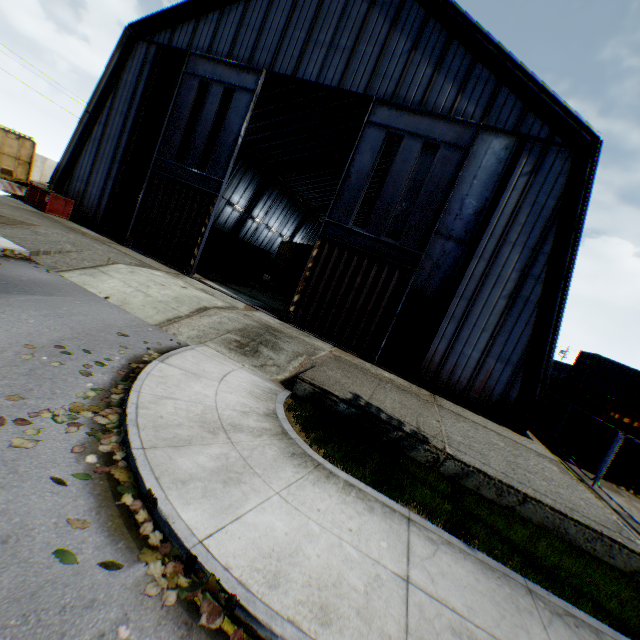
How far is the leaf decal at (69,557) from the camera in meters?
2.9

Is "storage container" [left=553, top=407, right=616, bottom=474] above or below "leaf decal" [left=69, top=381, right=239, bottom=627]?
above

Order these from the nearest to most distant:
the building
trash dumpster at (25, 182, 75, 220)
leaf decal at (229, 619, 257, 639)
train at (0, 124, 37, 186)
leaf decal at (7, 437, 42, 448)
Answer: leaf decal at (229, 619, 257, 639) → leaf decal at (7, 437, 42, 448) → the building → trash dumpster at (25, 182, 75, 220) → train at (0, 124, 37, 186)

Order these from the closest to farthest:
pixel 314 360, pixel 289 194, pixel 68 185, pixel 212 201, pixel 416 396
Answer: pixel 314 360, pixel 416 396, pixel 212 201, pixel 68 185, pixel 289 194

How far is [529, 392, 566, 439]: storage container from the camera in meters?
15.6 m

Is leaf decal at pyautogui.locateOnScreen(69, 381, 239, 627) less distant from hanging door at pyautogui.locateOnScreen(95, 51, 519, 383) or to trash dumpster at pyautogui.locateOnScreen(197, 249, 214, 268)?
hanging door at pyautogui.locateOnScreen(95, 51, 519, 383)

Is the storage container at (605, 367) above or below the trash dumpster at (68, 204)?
above

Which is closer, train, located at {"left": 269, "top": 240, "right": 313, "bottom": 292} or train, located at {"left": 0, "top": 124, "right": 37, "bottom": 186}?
train, located at {"left": 269, "top": 240, "right": 313, "bottom": 292}
